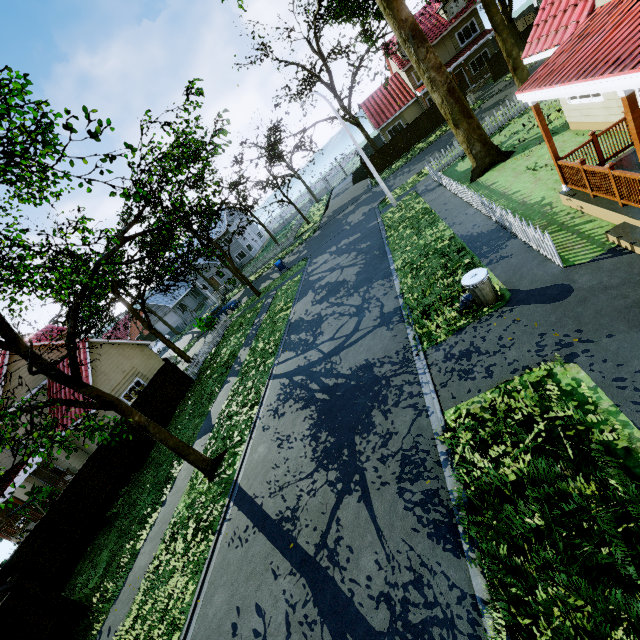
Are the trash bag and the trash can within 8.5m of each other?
yes

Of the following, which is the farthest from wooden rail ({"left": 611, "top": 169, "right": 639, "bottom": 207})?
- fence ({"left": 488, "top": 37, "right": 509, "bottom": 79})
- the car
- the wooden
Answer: the car

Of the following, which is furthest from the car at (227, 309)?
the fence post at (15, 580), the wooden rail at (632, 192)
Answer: the wooden rail at (632, 192)

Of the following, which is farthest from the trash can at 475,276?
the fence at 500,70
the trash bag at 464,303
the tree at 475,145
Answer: the tree at 475,145

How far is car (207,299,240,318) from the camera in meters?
31.4

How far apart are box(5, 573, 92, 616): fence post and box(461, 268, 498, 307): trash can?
14.71m

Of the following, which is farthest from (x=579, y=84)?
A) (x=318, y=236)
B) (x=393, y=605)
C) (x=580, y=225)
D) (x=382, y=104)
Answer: (x=382, y=104)

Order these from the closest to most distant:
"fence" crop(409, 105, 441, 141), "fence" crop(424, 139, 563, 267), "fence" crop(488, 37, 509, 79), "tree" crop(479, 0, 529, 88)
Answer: "fence" crop(424, 139, 563, 267)
"tree" crop(479, 0, 529, 88)
"fence" crop(488, 37, 509, 79)
"fence" crop(409, 105, 441, 141)
